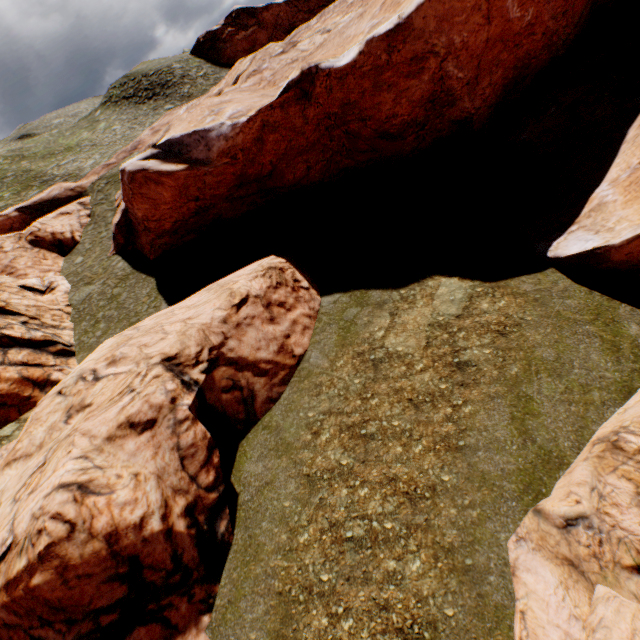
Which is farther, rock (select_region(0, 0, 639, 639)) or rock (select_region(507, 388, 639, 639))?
rock (select_region(0, 0, 639, 639))

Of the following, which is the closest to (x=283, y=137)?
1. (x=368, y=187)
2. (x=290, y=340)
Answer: (x=368, y=187)

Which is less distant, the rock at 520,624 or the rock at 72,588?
the rock at 520,624
